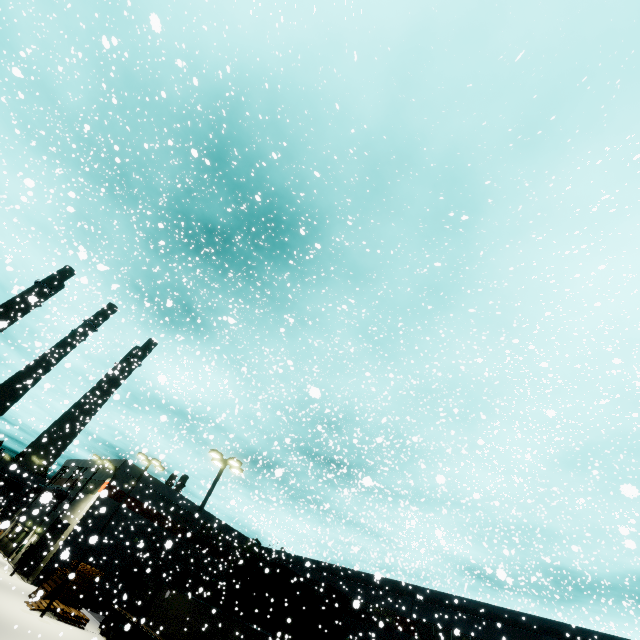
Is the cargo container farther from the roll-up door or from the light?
the light

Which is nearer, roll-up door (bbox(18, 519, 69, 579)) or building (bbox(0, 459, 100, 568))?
roll-up door (bbox(18, 519, 69, 579))

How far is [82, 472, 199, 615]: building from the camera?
29.84m

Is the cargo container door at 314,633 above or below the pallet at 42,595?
above

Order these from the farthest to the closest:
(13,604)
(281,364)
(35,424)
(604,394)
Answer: (35,424), (281,364), (604,394), (13,604)

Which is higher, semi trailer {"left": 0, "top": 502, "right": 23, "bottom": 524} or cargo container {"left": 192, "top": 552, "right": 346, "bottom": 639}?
cargo container {"left": 192, "top": 552, "right": 346, "bottom": 639}

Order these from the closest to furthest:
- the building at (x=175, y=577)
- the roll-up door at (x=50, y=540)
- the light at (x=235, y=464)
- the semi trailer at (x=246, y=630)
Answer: the light at (x=235, y=464)
the semi trailer at (x=246, y=630)
the roll-up door at (x=50, y=540)
the building at (x=175, y=577)

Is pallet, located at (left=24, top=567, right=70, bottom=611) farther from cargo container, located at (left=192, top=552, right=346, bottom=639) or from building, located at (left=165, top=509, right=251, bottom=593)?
cargo container, located at (left=192, top=552, right=346, bottom=639)
